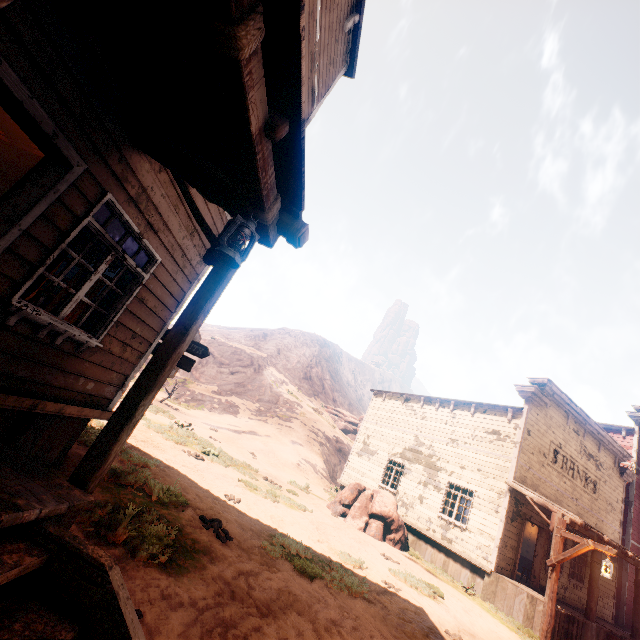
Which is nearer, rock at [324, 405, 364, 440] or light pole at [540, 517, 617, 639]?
light pole at [540, 517, 617, 639]

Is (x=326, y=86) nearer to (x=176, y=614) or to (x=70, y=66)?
(x=70, y=66)

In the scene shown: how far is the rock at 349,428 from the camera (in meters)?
44.47

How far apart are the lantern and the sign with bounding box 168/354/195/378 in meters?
4.0

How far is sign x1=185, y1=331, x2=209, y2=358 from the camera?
6.6 meters

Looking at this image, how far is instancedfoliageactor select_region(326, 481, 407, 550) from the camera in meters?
13.1

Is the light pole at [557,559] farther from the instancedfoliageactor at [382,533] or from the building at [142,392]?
the instancedfoliageactor at [382,533]

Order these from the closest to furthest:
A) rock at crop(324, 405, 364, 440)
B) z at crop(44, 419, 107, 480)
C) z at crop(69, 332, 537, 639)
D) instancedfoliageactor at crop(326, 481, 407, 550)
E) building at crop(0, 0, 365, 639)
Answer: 1. building at crop(0, 0, 365, 639)
2. z at crop(69, 332, 537, 639)
3. z at crop(44, 419, 107, 480)
4. instancedfoliageactor at crop(326, 481, 407, 550)
5. rock at crop(324, 405, 364, 440)
